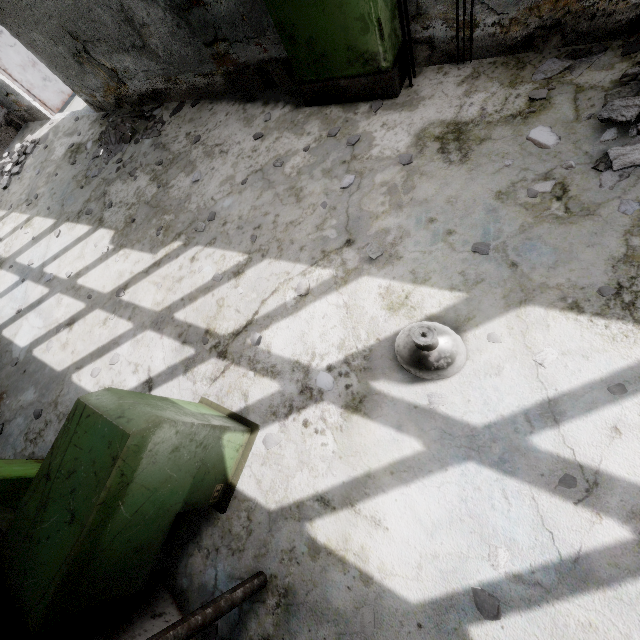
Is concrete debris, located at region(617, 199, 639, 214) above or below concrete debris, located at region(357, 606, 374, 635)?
below

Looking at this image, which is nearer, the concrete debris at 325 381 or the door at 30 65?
the concrete debris at 325 381

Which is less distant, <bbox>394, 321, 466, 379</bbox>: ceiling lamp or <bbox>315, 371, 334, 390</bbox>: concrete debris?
<bbox>394, 321, 466, 379</bbox>: ceiling lamp

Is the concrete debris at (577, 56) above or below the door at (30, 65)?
below

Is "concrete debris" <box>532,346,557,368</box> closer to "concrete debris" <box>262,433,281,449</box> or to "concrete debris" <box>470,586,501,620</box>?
"concrete debris" <box>470,586,501,620</box>

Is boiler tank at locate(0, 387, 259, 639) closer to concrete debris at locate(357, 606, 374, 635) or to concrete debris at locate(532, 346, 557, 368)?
concrete debris at locate(357, 606, 374, 635)

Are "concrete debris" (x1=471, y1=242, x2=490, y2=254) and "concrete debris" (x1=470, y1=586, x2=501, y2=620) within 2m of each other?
no

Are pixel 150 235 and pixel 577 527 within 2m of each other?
no
